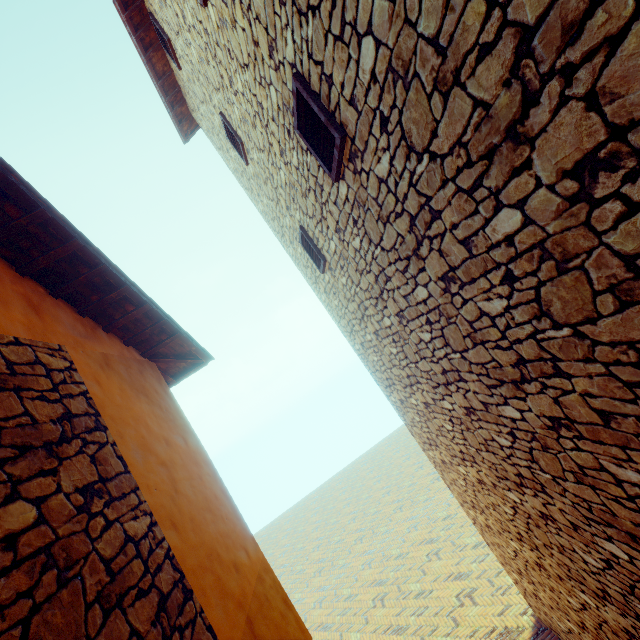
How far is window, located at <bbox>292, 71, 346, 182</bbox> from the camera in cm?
254

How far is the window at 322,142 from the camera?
2.5 meters

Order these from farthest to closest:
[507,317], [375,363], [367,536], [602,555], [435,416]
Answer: [367,536] → [375,363] → [435,416] → [602,555] → [507,317]
